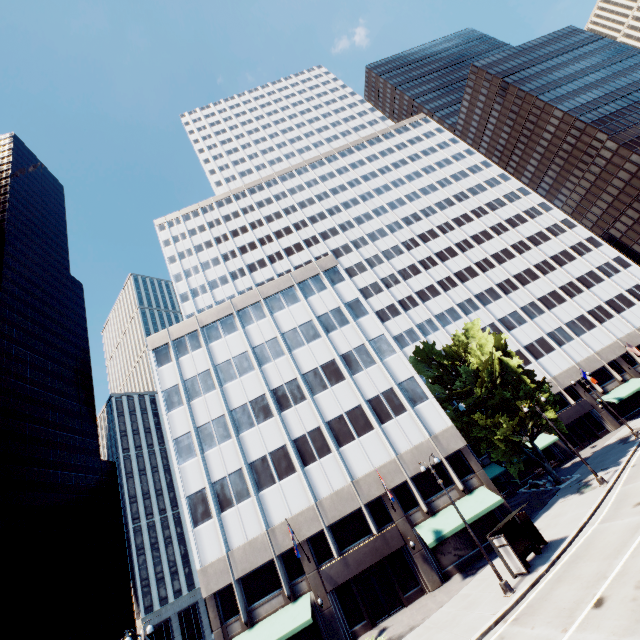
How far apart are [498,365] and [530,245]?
36.2 meters

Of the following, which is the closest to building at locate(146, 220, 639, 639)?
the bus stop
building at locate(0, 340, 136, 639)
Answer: the bus stop

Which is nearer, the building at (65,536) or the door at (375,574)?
the door at (375,574)

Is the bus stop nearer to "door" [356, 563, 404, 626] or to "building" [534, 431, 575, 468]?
"building" [534, 431, 575, 468]

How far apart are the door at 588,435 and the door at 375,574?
33.3m

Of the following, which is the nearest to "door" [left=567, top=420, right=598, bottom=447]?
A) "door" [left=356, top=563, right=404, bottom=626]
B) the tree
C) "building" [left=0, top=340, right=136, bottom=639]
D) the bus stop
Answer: the tree

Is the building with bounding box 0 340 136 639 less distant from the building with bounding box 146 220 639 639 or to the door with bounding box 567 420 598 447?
Answer: the building with bounding box 146 220 639 639

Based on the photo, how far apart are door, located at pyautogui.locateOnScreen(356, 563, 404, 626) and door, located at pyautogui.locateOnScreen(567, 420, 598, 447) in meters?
33.3 m
